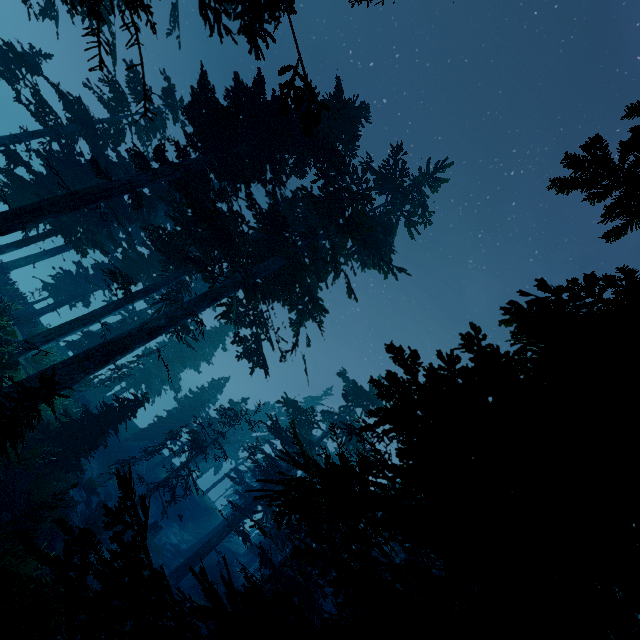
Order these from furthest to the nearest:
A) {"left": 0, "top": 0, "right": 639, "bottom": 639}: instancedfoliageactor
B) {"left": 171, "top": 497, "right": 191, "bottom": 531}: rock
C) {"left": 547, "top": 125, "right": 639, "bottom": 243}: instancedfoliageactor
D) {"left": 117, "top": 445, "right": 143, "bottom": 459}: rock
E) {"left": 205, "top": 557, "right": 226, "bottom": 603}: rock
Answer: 1. {"left": 171, "top": 497, "right": 191, "bottom": 531}: rock
2. {"left": 117, "top": 445, "right": 143, "bottom": 459}: rock
3. {"left": 205, "top": 557, "right": 226, "bottom": 603}: rock
4. {"left": 547, "top": 125, "right": 639, "bottom": 243}: instancedfoliageactor
5. {"left": 0, "top": 0, "right": 639, "bottom": 639}: instancedfoliageactor

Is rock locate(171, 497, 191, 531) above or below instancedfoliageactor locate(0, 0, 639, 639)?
below

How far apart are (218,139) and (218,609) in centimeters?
1721cm

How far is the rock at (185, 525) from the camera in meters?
34.9

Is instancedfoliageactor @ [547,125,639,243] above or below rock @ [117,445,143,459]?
above

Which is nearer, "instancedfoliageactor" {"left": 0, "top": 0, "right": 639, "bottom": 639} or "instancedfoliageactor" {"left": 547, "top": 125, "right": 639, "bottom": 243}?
"instancedfoliageactor" {"left": 0, "top": 0, "right": 639, "bottom": 639}

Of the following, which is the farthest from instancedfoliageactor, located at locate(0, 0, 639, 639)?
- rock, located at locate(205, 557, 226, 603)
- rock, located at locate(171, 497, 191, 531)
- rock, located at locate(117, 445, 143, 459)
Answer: rock, located at locate(171, 497, 191, 531)

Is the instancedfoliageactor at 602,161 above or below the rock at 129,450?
above
